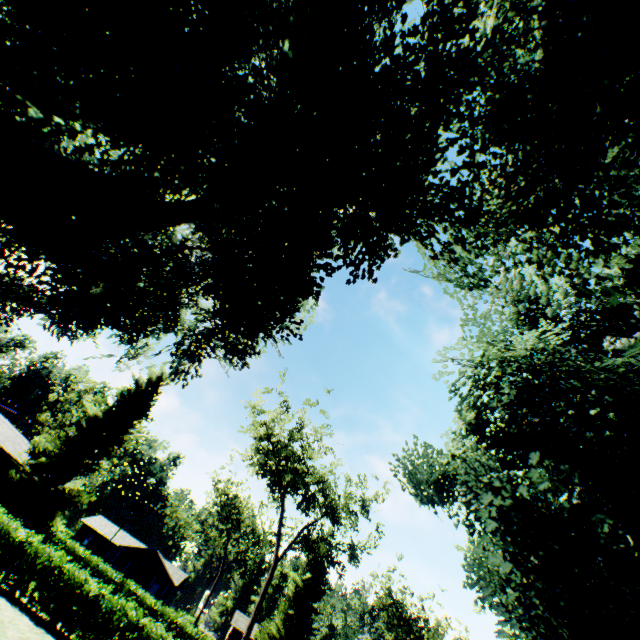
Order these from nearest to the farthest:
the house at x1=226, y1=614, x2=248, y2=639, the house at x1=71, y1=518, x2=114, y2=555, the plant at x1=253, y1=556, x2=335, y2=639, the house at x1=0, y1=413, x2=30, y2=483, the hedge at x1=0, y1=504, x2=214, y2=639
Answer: the hedge at x1=0, y1=504, x2=214, y2=639 → the house at x1=0, y1=413, x2=30, y2=483 → the plant at x1=253, y1=556, x2=335, y2=639 → the house at x1=226, y1=614, x2=248, y2=639 → the house at x1=71, y1=518, x2=114, y2=555

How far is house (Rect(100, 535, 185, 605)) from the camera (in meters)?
53.44

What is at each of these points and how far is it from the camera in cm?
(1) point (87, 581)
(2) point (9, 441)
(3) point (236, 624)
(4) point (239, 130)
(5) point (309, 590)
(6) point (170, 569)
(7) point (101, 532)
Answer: (1) hedge, 1486
(2) house, 3031
(3) house, 5659
(4) plant, 912
(5) plant, 3556
(6) house, 5919
(7) house, 5781

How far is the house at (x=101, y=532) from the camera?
57.1m

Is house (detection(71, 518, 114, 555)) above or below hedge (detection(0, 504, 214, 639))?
above

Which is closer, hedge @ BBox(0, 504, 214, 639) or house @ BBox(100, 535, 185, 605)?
hedge @ BBox(0, 504, 214, 639)

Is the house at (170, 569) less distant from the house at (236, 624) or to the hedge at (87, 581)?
the house at (236, 624)
